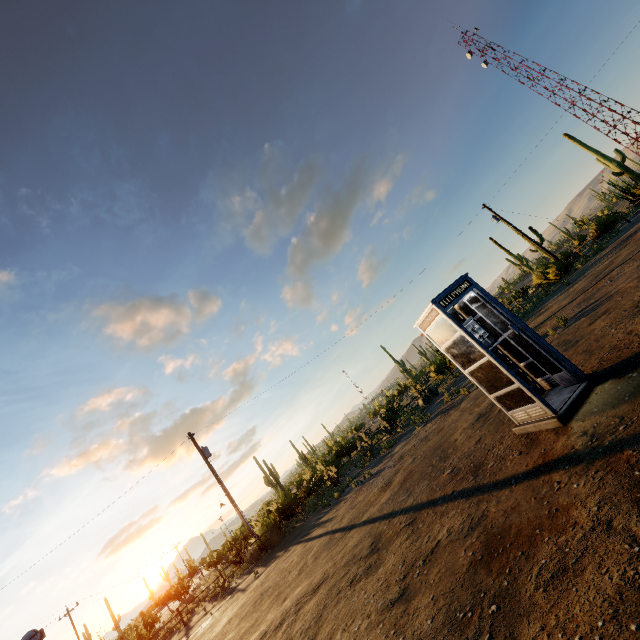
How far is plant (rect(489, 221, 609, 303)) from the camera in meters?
22.1 m

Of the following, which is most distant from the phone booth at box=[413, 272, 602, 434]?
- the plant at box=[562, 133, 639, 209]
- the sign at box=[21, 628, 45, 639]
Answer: the plant at box=[562, 133, 639, 209]

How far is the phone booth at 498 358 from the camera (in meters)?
5.11

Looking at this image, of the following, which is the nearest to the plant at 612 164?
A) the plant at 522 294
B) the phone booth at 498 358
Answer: the plant at 522 294

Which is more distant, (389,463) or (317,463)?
(317,463)

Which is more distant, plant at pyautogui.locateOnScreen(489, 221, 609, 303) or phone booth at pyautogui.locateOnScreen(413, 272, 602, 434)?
plant at pyautogui.locateOnScreen(489, 221, 609, 303)

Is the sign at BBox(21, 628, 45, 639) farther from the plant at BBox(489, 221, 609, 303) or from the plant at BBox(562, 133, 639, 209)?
the plant at BBox(562, 133, 639, 209)

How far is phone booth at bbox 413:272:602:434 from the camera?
5.11m
